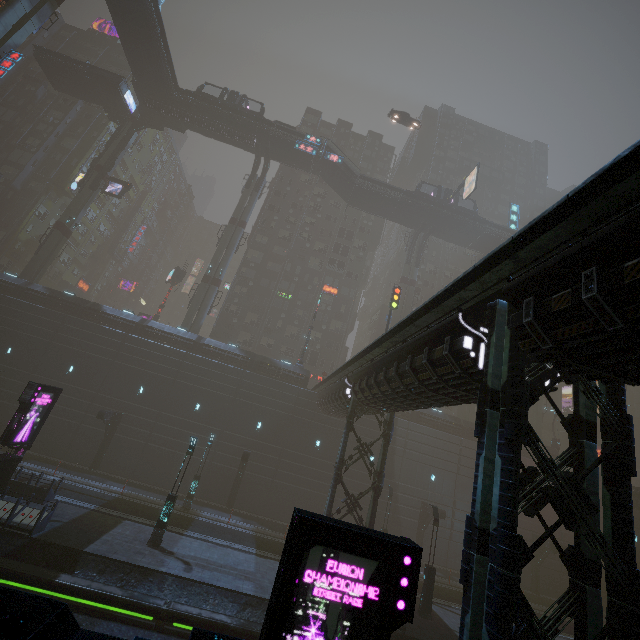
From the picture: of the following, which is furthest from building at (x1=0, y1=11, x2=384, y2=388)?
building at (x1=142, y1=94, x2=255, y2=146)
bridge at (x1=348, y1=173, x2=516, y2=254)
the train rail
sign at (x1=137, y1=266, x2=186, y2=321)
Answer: building at (x1=142, y1=94, x2=255, y2=146)

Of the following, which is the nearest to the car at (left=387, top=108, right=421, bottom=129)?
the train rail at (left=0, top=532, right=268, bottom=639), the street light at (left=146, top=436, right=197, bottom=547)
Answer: the train rail at (left=0, top=532, right=268, bottom=639)

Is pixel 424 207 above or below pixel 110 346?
above

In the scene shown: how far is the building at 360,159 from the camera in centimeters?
5684cm

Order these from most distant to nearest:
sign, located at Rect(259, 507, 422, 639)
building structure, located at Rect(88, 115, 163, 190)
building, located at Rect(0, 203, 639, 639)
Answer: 1. building structure, located at Rect(88, 115, 163, 190)
2. building, located at Rect(0, 203, 639, 639)
3. sign, located at Rect(259, 507, 422, 639)

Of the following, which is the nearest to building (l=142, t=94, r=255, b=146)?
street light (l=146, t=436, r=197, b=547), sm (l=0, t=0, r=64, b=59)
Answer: sm (l=0, t=0, r=64, b=59)

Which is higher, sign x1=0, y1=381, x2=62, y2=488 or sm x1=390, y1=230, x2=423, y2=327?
sm x1=390, y1=230, x2=423, y2=327

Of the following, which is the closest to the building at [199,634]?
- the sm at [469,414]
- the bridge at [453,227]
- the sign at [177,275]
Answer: the sm at [469,414]
